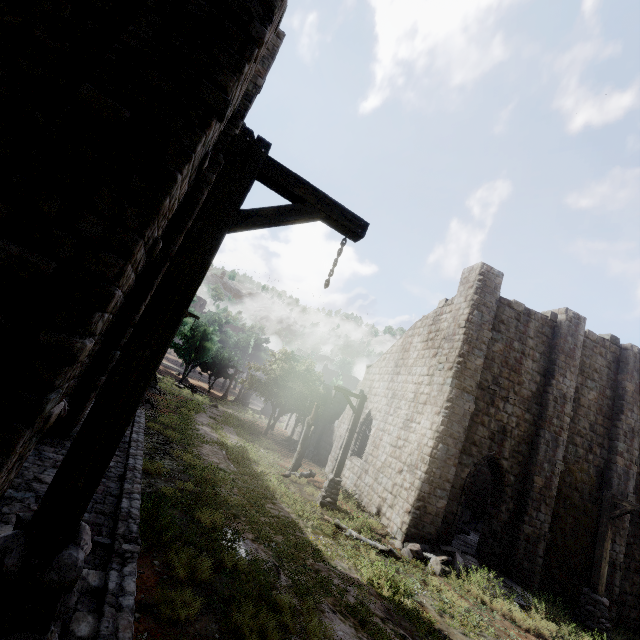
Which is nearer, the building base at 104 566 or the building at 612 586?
the building base at 104 566

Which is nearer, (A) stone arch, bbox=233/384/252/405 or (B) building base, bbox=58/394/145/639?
(B) building base, bbox=58/394/145/639

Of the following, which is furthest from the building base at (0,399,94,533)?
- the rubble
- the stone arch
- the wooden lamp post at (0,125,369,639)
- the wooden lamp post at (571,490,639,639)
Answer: the stone arch

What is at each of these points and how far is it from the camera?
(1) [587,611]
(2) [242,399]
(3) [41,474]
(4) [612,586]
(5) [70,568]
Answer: (1) wooden lamp post, 11.4 meters
(2) stone arch, 49.2 meters
(3) building base, 5.4 meters
(4) building, 13.8 meters
(5) wooden lamp post, 2.1 meters

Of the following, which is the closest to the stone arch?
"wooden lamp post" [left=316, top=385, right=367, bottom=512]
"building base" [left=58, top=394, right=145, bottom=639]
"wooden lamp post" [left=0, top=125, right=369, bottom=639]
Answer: "building base" [left=58, top=394, right=145, bottom=639]

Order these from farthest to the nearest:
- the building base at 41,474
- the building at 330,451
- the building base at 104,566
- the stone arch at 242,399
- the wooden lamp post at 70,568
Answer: the stone arch at 242,399 < the building at 330,451 < the building base at 41,474 < the building base at 104,566 < the wooden lamp post at 70,568

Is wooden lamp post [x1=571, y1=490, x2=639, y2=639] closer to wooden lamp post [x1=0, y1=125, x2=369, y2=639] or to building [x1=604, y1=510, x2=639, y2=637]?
building [x1=604, y1=510, x2=639, y2=637]

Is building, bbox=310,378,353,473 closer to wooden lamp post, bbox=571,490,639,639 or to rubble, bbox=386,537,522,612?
rubble, bbox=386,537,522,612
